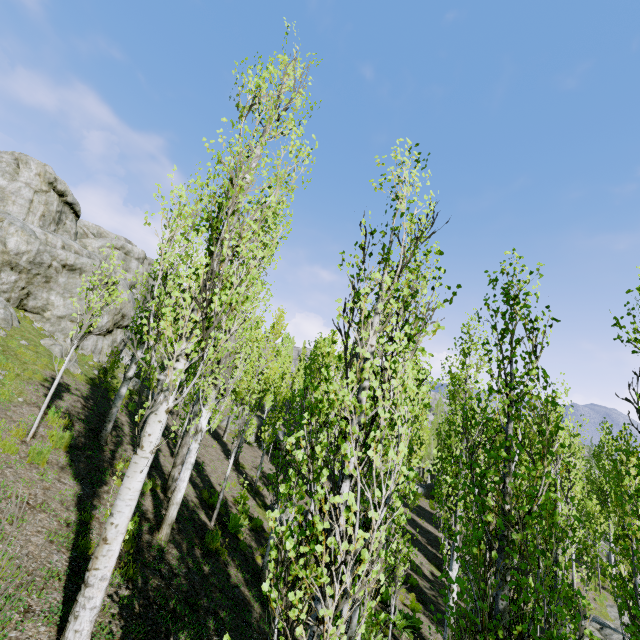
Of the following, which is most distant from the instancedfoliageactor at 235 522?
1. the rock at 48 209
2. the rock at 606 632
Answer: the rock at 606 632

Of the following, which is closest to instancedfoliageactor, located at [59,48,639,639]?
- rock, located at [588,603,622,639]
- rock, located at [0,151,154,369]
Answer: rock, located at [0,151,154,369]

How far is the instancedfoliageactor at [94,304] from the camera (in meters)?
7.94

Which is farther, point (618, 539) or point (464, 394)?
point (464, 394)

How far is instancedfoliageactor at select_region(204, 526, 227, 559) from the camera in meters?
8.9

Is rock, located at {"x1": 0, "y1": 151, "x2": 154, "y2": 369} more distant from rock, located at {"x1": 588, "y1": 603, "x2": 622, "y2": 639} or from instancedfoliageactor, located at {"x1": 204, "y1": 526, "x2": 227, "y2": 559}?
rock, located at {"x1": 588, "y1": 603, "x2": 622, "y2": 639}

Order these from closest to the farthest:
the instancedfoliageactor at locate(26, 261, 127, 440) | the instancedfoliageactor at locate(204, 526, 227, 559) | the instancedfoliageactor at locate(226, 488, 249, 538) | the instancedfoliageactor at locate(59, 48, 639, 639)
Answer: the instancedfoliageactor at locate(59, 48, 639, 639) < the instancedfoliageactor at locate(26, 261, 127, 440) < the instancedfoliageactor at locate(204, 526, 227, 559) < the instancedfoliageactor at locate(226, 488, 249, 538)
